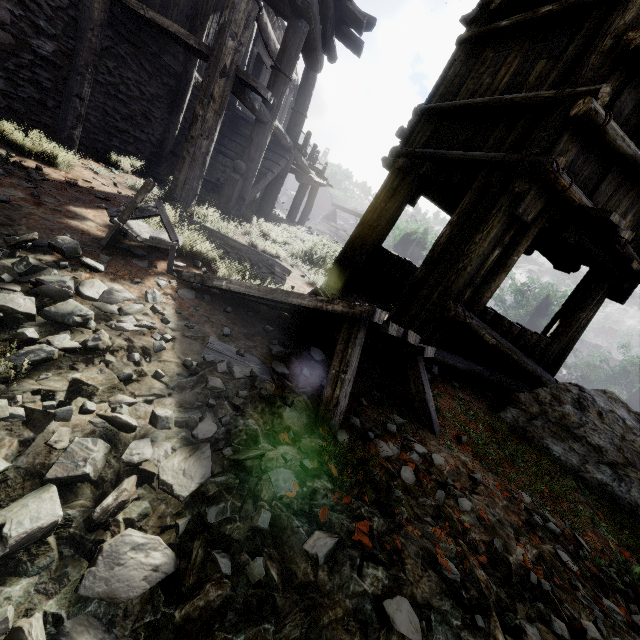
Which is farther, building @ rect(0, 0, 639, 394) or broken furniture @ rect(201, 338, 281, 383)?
building @ rect(0, 0, 639, 394)

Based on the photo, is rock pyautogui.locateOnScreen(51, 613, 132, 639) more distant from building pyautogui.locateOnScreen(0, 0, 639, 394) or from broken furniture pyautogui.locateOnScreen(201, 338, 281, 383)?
broken furniture pyautogui.locateOnScreen(201, 338, 281, 383)

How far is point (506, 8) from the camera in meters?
5.4

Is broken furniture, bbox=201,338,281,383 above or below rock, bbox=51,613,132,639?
above

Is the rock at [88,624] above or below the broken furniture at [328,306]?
below

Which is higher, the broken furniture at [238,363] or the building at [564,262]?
the building at [564,262]

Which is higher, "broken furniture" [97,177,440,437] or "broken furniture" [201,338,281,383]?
"broken furniture" [97,177,440,437]
